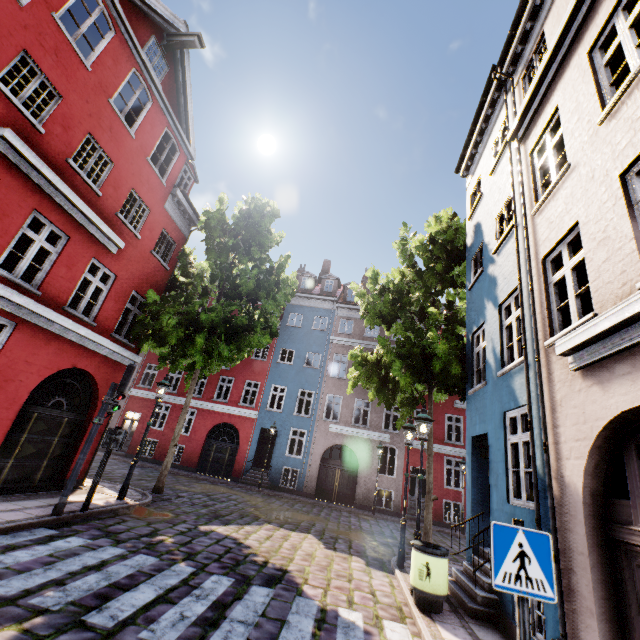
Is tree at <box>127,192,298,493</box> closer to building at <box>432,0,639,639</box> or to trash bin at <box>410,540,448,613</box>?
building at <box>432,0,639,639</box>

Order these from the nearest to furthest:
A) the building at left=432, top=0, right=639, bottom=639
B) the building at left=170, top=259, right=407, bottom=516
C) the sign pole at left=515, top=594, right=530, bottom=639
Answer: the sign pole at left=515, top=594, right=530, bottom=639
the building at left=432, top=0, right=639, bottom=639
the building at left=170, top=259, right=407, bottom=516

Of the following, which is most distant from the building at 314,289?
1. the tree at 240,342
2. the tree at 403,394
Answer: the tree at 240,342

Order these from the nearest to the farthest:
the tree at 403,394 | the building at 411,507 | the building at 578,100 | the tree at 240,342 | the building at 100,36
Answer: the building at 578,100 → the building at 100,36 → the tree at 403,394 → the tree at 240,342 → the building at 411,507

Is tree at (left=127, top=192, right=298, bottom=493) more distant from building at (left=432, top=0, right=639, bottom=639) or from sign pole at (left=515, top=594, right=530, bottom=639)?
sign pole at (left=515, top=594, right=530, bottom=639)

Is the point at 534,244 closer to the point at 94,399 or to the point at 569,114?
the point at 569,114

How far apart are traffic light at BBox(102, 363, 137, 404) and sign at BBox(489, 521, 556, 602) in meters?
8.3

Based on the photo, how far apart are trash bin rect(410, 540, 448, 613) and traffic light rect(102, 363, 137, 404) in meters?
7.5 m
